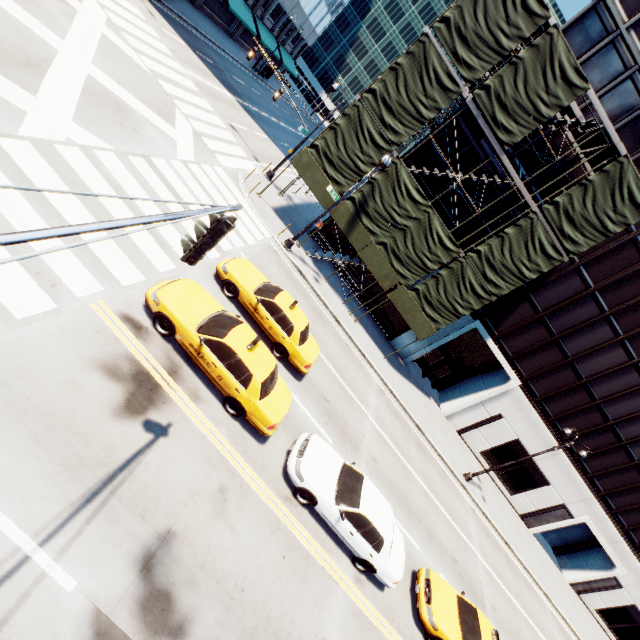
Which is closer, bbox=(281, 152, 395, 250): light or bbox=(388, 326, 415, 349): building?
bbox=(281, 152, 395, 250): light

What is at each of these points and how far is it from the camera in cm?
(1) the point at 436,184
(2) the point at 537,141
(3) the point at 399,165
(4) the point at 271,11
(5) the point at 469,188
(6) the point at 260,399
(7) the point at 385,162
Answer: (1) building, 2064
(2) building, 1856
(3) scaffolding, 1733
(4) building, 4059
(5) building, 2012
(6) vehicle, 900
(7) light, 1507

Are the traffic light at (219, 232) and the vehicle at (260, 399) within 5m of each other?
yes

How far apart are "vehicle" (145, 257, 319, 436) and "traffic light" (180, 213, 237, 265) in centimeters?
432cm

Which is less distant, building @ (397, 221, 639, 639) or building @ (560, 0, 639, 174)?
building @ (560, 0, 639, 174)

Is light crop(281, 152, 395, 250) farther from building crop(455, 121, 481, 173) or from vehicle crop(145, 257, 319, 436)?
vehicle crop(145, 257, 319, 436)

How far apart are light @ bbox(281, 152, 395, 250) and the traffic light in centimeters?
1404cm

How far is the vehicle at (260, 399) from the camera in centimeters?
859cm
